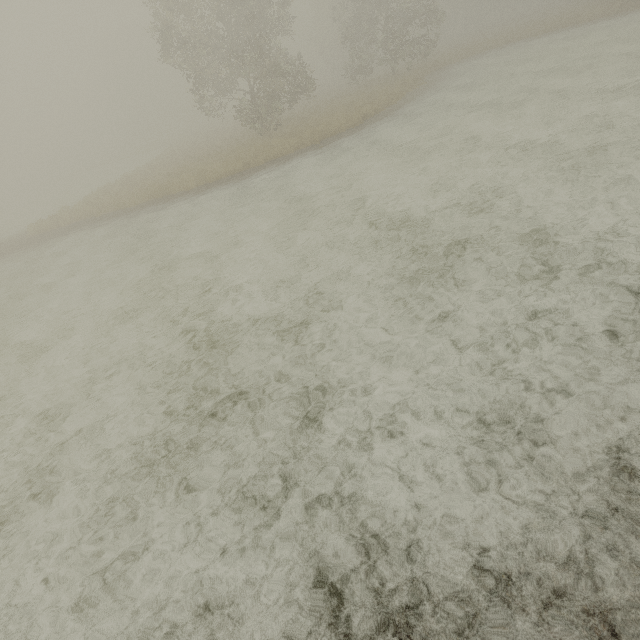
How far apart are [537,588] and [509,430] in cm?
137
